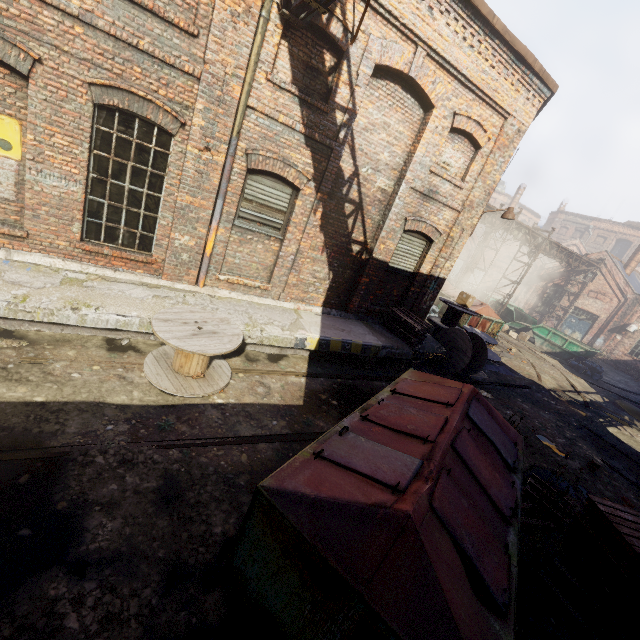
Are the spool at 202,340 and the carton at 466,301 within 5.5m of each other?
no

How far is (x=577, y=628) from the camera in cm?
429

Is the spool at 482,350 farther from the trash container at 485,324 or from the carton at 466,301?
the trash container at 485,324

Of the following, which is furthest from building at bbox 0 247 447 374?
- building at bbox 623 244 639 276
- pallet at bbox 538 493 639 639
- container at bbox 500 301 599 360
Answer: building at bbox 623 244 639 276

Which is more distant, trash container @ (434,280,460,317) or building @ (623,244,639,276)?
building @ (623,244,639,276)

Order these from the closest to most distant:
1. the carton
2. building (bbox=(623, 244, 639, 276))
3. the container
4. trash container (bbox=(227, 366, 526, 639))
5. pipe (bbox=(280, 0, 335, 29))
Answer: trash container (bbox=(227, 366, 526, 639)), pipe (bbox=(280, 0, 335, 29)), the carton, the container, building (bbox=(623, 244, 639, 276))

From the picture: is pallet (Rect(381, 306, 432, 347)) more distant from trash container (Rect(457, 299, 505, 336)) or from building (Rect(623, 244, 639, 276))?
building (Rect(623, 244, 639, 276))

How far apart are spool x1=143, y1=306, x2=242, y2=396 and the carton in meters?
9.6 m
